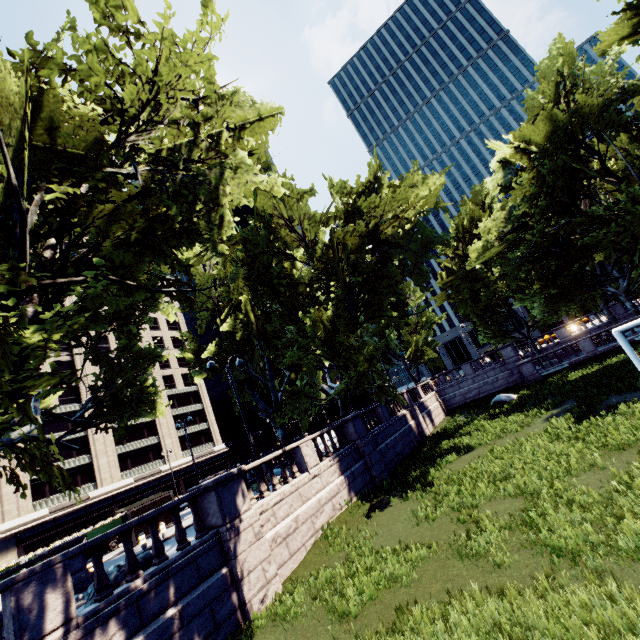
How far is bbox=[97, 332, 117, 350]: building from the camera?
54.1m

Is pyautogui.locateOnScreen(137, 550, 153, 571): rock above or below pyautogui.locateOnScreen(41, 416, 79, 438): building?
below

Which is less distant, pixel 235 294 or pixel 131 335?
pixel 131 335

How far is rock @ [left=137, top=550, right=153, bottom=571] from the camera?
9.3 meters

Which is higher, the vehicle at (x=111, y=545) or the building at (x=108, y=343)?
the building at (x=108, y=343)

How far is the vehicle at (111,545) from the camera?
24.7m
